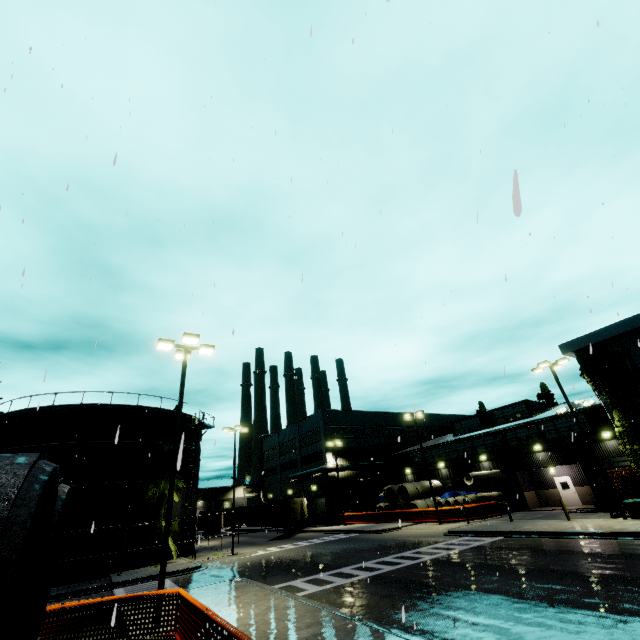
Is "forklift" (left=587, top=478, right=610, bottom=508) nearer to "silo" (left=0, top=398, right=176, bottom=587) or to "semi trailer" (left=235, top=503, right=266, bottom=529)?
"silo" (left=0, top=398, right=176, bottom=587)

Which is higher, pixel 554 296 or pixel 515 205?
pixel 554 296

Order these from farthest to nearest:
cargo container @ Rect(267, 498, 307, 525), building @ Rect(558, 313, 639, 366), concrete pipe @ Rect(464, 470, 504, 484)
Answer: cargo container @ Rect(267, 498, 307, 525)
concrete pipe @ Rect(464, 470, 504, 484)
building @ Rect(558, 313, 639, 366)

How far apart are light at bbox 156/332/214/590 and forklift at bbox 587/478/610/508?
30.5m

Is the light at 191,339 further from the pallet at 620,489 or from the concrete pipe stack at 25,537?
the pallet at 620,489

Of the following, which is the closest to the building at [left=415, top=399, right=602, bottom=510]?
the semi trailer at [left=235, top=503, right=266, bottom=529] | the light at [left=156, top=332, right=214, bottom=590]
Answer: the semi trailer at [left=235, top=503, right=266, bottom=529]

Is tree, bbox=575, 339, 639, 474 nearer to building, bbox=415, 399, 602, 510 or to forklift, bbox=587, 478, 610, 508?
building, bbox=415, 399, 602, 510

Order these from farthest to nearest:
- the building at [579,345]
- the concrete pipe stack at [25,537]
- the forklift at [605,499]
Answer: the forklift at [605,499]
the building at [579,345]
the concrete pipe stack at [25,537]
